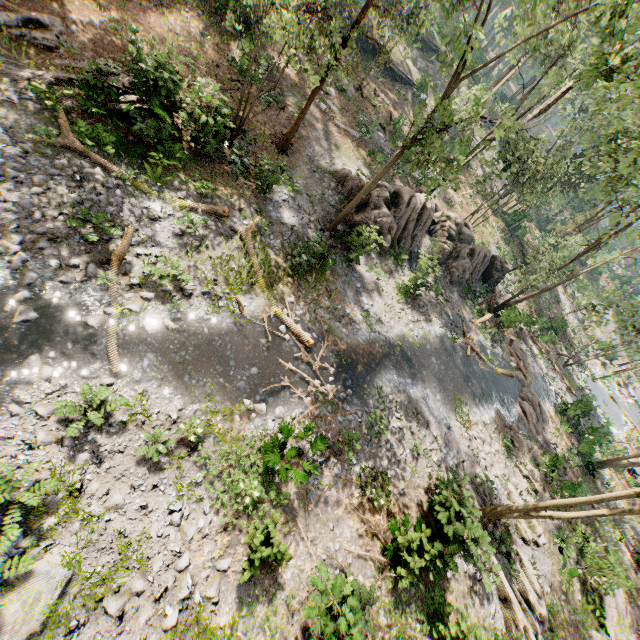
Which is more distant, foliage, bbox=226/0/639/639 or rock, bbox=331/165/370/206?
rock, bbox=331/165/370/206

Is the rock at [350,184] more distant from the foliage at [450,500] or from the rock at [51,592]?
the rock at [51,592]

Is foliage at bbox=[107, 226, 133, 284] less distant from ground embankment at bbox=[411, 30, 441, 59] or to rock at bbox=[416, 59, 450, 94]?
rock at bbox=[416, 59, 450, 94]

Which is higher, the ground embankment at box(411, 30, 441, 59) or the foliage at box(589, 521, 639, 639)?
the ground embankment at box(411, 30, 441, 59)

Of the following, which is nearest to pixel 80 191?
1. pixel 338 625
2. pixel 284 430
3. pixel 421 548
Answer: pixel 284 430

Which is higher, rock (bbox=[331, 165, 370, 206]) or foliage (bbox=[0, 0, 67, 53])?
rock (bbox=[331, 165, 370, 206])

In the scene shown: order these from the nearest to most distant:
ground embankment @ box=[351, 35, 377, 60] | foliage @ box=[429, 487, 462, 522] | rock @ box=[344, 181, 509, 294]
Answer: foliage @ box=[429, 487, 462, 522] < rock @ box=[344, 181, 509, 294] < ground embankment @ box=[351, 35, 377, 60]

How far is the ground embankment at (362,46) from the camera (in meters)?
35.19
